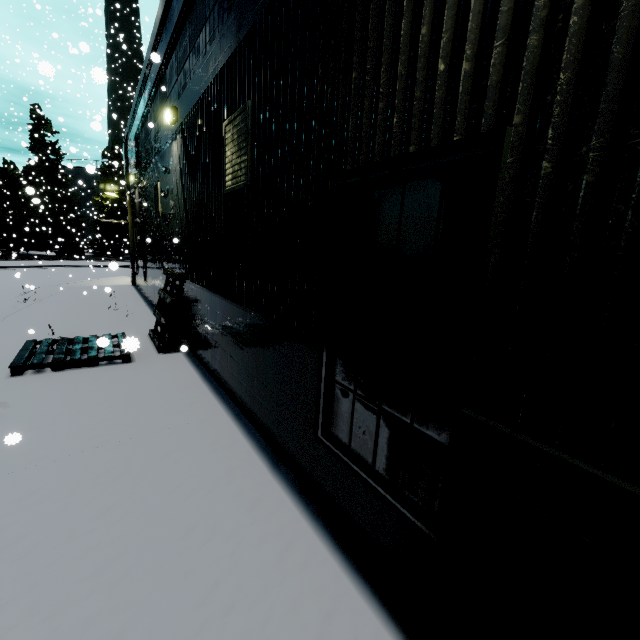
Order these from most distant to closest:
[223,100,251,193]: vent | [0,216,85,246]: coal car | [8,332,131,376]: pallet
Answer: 1. [0,216,85,246]: coal car
2. [8,332,131,376]: pallet
3. [223,100,251,193]: vent

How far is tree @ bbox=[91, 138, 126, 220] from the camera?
→ 44.3m

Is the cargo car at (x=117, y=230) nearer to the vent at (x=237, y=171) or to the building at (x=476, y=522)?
the building at (x=476, y=522)

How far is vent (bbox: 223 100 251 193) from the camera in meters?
4.1

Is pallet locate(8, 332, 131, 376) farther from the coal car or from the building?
the coal car

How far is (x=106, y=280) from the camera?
20.5 meters

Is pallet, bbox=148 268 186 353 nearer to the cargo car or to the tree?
the cargo car

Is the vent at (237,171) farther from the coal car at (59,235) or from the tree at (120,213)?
the tree at (120,213)
